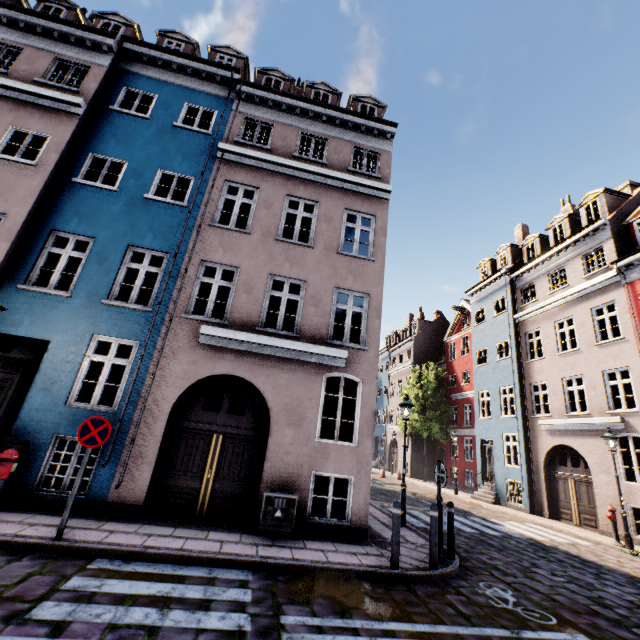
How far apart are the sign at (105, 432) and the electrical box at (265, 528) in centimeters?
344cm

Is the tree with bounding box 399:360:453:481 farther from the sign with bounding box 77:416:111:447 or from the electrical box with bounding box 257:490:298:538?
the electrical box with bounding box 257:490:298:538

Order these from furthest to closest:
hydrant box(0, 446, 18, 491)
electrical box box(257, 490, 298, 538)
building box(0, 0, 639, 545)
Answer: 1. building box(0, 0, 639, 545)
2. electrical box box(257, 490, 298, 538)
3. hydrant box(0, 446, 18, 491)

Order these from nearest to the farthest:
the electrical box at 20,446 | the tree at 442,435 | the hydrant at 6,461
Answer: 1. the hydrant at 6,461
2. the electrical box at 20,446
3. the tree at 442,435

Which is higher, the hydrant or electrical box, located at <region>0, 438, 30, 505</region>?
electrical box, located at <region>0, 438, 30, 505</region>

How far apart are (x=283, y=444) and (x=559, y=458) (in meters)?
17.01

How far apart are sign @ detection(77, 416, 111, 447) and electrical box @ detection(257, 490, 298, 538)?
3.4 meters

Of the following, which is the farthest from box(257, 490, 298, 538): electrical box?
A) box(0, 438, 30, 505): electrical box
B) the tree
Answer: the tree
